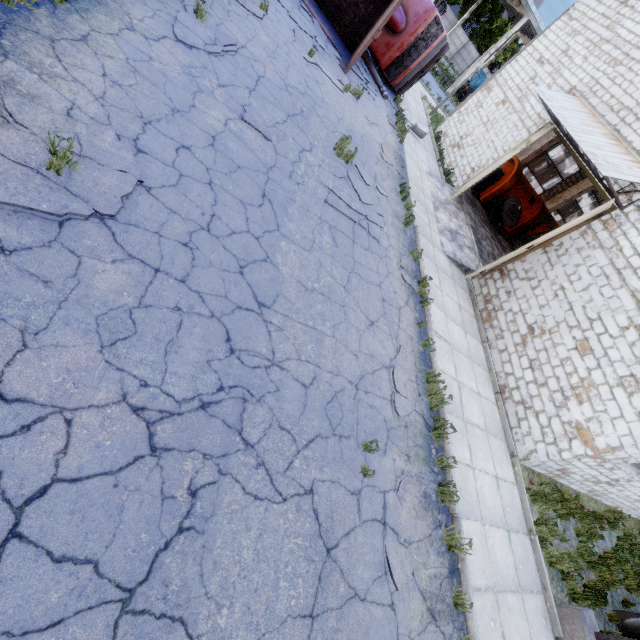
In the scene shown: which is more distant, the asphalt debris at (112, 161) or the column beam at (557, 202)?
the column beam at (557, 202)

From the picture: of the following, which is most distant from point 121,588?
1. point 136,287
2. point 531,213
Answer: point 531,213

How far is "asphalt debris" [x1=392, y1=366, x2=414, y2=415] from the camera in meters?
5.9 m

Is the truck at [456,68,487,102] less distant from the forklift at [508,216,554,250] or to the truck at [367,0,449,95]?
the truck at [367,0,449,95]

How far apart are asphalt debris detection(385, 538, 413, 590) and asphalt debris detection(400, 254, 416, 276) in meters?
4.6 m

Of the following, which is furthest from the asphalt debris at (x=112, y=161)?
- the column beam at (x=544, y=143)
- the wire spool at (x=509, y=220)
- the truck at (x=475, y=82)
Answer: the truck at (x=475, y=82)

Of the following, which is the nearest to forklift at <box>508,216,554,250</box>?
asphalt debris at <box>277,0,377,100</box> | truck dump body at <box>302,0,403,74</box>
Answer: asphalt debris at <box>277,0,377,100</box>

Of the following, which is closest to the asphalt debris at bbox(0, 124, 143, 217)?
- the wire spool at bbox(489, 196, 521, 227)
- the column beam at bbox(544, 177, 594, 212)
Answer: the wire spool at bbox(489, 196, 521, 227)
